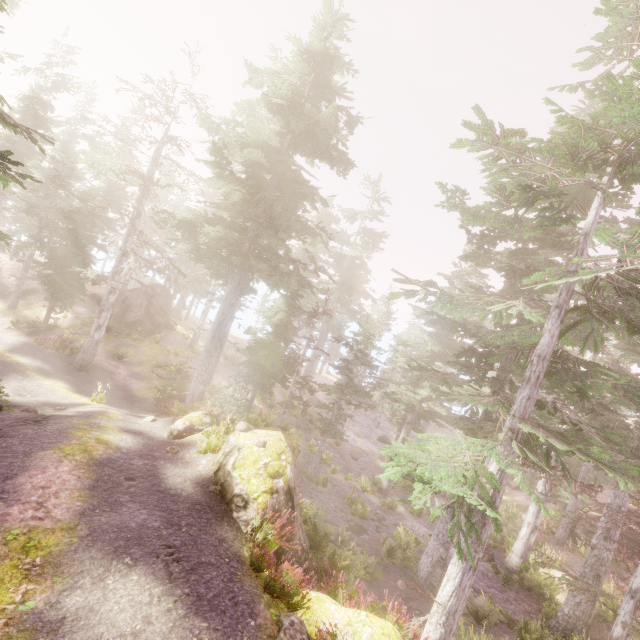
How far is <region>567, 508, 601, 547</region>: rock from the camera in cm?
2125

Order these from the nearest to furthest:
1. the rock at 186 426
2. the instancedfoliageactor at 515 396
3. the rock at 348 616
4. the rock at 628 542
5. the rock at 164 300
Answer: the rock at 348 616
the instancedfoliageactor at 515 396
the rock at 186 426
the rock at 628 542
the rock at 164 300

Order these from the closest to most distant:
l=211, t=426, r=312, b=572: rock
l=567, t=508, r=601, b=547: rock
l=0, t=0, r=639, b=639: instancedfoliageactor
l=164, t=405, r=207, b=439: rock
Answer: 1. l=0, t=0, r=639, b=639: instancedfoliageactor
2. l=211, t=426, r=312, b=572: rock
3. l=164, t=405, r=207, b=439: rock
4. l=567, t=508, r=601, b=547: rock

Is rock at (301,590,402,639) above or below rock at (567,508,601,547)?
above

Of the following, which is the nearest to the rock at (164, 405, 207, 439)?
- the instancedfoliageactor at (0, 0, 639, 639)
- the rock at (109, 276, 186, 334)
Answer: the instancedfoliageactor at (0, 0, 639, 639)

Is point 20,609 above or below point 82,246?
below

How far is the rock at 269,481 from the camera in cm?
884
